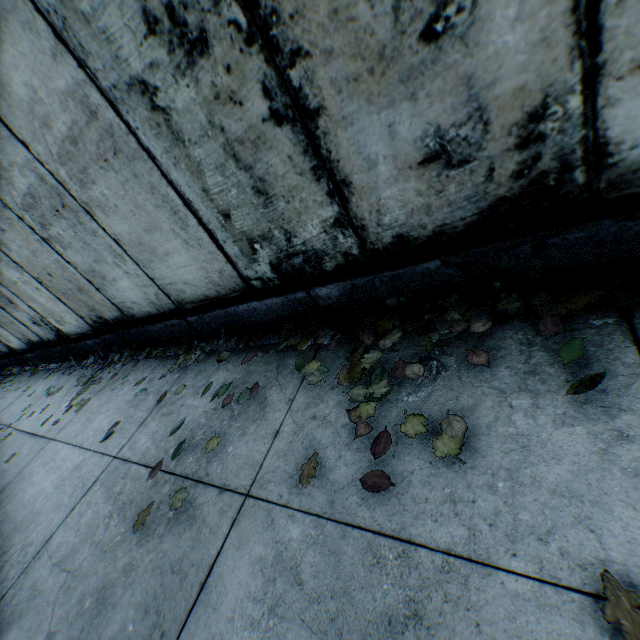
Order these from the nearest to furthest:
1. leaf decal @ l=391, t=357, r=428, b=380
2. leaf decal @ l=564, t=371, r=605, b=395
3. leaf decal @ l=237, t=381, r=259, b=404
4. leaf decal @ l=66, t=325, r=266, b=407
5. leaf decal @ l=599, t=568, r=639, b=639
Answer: leaf decal @ l=599, t=568, r=639, b=639 < leaf decal @ l=564, t=371, r=605, b=395 < leaf decal @ l=391, t=357, r=428, b=380 < leaf decal @ l=237, t=381, r=259, b=404 < leaf decal @ l=66, t=325, r=266, b=407

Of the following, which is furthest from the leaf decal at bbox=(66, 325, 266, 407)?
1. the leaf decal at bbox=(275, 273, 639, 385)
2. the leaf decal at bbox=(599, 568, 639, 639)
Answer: the leaf decal at bbox=(599, 568, 639, 639)

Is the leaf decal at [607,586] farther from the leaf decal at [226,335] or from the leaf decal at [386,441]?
the leaf decal at [226,335]

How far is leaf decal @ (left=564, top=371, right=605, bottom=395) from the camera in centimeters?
141cm

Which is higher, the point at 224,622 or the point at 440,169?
the point at 440,169

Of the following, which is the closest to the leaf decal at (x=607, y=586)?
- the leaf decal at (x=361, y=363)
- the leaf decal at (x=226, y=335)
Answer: the leaf decal at (x=361, y=363)

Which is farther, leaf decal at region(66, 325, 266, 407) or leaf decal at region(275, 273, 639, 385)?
leaf decal at region(66, 325, 266, 407)
